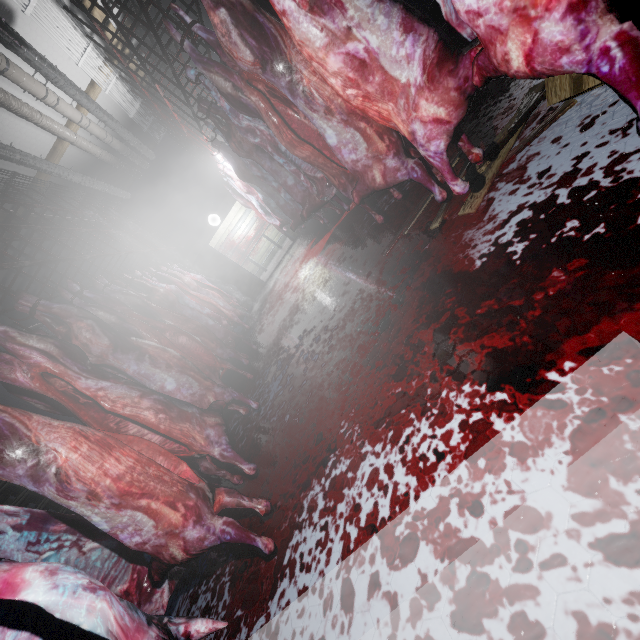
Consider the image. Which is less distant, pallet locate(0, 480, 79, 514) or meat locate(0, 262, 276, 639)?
meat locate(0, 262, 276, 639)

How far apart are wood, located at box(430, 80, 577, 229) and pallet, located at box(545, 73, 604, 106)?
0.08m

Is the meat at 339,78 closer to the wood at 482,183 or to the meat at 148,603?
the wood at 482,183

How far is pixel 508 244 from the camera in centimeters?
152cm

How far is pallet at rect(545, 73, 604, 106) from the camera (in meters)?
1.48

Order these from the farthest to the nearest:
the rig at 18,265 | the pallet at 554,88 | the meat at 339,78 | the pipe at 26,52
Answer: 1. the pipe at 26,52
2. the rig at 18,265
3. the pallet at 554,88
4. the meat at 339,78

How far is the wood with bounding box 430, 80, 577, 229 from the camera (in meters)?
1.82

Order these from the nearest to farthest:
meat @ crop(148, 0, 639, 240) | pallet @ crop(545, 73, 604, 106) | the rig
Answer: meat @ crop(148, 0, 639, 240) < pallet @ crop(545, 73, 604, 106) < the rig
